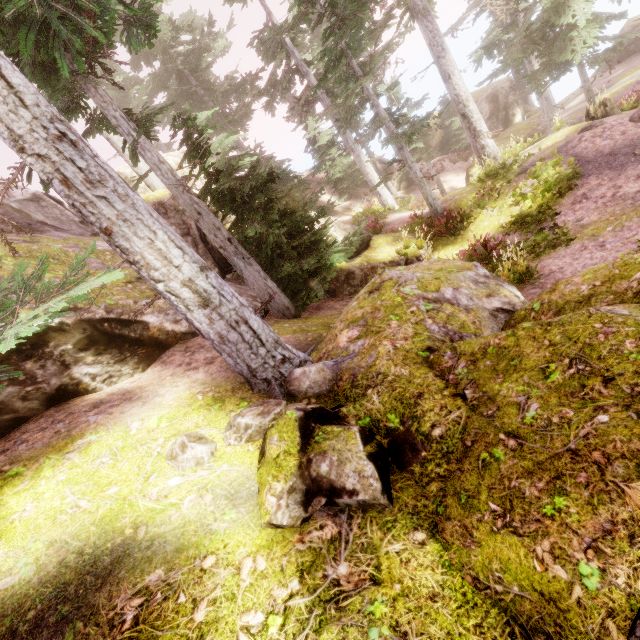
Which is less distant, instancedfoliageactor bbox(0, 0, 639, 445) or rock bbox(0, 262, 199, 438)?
instancedfoliageactor bbox(0, 0, 639, 445)

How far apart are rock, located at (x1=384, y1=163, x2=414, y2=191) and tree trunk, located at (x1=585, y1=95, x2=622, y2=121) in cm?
1365

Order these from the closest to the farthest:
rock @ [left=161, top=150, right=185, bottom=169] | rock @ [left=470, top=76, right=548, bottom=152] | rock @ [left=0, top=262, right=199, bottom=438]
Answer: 1. rock @ [left=0, top=262, right=199, bottom=438]
2. rock @ [left=161, top=150, right=185, bottom=169]
3. rock @ [left=470, top=76, right=548, bottom=152]

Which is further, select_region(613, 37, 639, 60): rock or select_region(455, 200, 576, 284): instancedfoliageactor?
select_region(613, 37, 639, 60): rock

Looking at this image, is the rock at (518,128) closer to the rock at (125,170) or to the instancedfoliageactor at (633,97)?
the instancedfoliageactor at (633,97)

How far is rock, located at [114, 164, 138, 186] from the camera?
15.80m

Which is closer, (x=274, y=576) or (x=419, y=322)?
(x=274, y=576)

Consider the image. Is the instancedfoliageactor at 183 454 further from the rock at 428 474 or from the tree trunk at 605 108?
the tree trunk at 605 108
